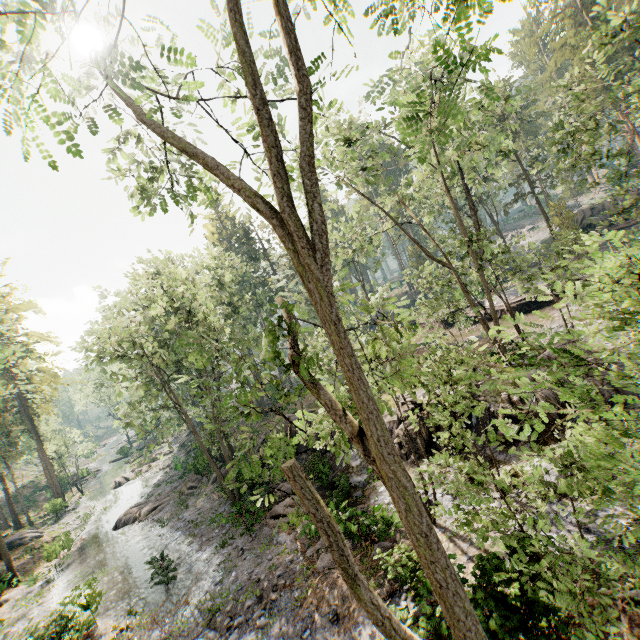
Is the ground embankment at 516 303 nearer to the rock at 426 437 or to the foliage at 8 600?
the foliage at 8 600

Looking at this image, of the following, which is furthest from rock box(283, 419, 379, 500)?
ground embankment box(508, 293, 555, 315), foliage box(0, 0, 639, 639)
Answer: ground embankment box(508, 293, 555, 315)

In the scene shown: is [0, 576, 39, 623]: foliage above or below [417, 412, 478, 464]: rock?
below

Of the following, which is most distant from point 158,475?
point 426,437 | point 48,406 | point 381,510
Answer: point 426,437

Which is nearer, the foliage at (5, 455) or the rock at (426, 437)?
the rock at (426, 437)

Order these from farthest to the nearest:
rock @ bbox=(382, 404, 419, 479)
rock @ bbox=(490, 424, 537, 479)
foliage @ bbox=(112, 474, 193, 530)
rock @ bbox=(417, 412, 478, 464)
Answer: foliage @ bbox=(112, 474, 193, 530), rock @ bbox=(382, 404, 419, 479), rock @ bbox=(417, 412, 478, 464), rock @ bbox=(490, 424, 537, 479)

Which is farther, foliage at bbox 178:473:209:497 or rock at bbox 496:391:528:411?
foliage at bbox 178:473:209:497
